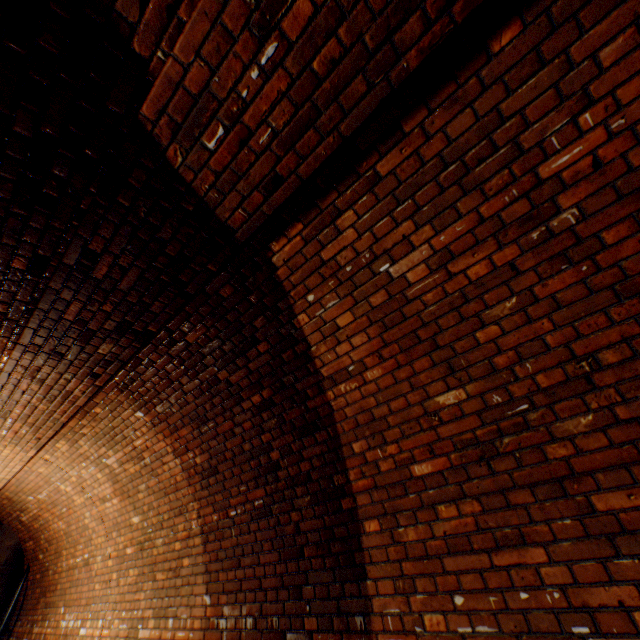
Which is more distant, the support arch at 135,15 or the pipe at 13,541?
the pipe at 13,541

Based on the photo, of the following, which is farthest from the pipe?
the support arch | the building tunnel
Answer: the support arch

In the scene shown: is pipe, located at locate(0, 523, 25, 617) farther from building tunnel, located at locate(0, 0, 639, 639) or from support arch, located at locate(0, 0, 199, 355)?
support arch, located at locate(0, 0, 199, 355)

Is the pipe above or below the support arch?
below

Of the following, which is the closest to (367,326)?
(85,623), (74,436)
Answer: (74,436)

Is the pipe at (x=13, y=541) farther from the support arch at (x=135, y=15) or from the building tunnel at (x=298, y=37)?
the support arch at (x=135, y=15)
